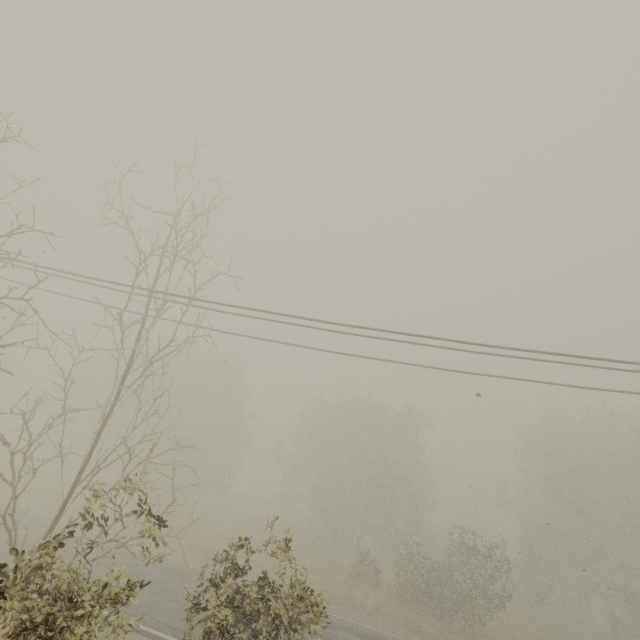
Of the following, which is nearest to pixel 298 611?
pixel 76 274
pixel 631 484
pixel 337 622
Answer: pixel 76 274
